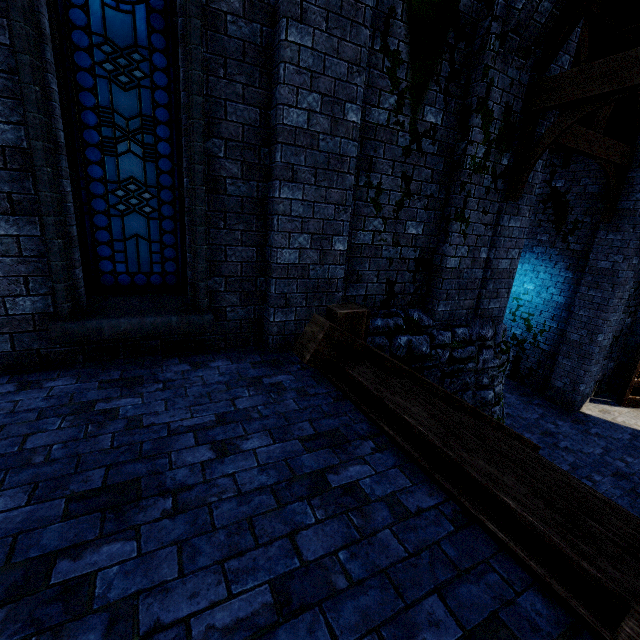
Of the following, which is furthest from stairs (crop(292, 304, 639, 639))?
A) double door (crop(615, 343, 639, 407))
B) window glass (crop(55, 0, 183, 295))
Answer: double door (crop(615, 343, 639, 407))

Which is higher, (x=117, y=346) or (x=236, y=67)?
(x=236, y=67)

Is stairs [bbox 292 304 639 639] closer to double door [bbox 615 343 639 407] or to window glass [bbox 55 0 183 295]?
window glass [bbox 55 0 183 295]

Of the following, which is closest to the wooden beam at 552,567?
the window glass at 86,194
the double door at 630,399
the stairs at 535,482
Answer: the stairs at 535,482

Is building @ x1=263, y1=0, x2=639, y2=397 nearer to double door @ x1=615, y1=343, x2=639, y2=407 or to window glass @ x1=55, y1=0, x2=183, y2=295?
double door @ x1=615, y1=343, x2=639, y2=407

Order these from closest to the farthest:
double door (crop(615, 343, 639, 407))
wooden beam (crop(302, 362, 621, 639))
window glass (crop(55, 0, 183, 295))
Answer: wooden beam (crop(302, 362, 621, 639)) < window glass (crop(55, 0, 183, 295)) < double door (crop(615, 343, 639, 407))

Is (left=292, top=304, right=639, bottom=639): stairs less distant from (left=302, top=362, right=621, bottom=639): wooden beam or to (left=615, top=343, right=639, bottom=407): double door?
(left=302, top=362, right=621, bottom=639): wooden beam

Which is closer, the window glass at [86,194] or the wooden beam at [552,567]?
the wooden beam at [552,567]
